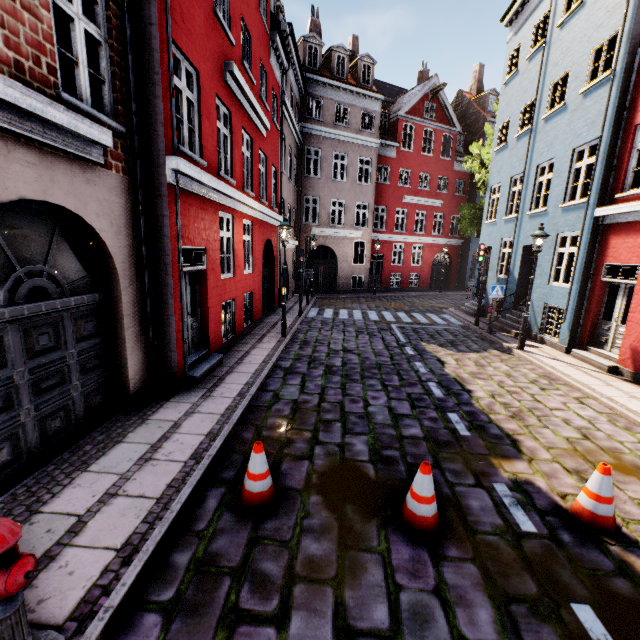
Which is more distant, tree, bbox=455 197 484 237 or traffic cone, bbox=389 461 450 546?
tree, bbox=455 197 484 237

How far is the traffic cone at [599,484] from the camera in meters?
3.6 m

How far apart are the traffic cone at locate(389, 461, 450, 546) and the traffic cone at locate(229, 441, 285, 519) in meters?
1.3

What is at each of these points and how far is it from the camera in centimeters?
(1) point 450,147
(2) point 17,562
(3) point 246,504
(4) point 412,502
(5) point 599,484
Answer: (1) building, 2614cm
(2) hydrant, 194cm
(3) traffic cone, 376cm
(4) traffic cone, 356cm
(5) traffic cone, 362cm

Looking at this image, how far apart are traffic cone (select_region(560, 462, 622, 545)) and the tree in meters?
18.2

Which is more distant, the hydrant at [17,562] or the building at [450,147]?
the building at [450,147]

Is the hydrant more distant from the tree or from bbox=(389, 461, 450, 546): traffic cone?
the tree

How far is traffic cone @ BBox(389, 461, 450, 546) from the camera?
3.48m
